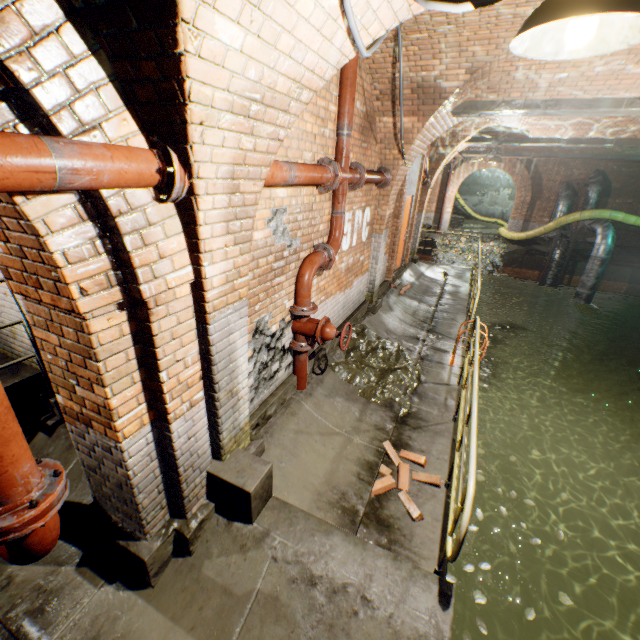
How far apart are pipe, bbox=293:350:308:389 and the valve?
0.1 meters

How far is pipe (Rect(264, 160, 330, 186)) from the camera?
2.8 meters

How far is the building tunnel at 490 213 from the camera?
23.9 meters

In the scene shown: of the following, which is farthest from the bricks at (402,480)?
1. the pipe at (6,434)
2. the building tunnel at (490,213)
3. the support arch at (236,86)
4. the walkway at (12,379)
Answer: the building tunnel at (490,213)

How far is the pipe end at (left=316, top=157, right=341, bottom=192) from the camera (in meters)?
3.74

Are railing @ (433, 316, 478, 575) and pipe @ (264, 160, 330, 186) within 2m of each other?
no

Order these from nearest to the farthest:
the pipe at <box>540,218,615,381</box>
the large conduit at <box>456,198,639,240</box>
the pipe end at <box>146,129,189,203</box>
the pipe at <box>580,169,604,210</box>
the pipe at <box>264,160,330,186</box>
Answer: the pipe end at <box>146,129,189,203</box>, the pipe at <box>264,160,330,186</box>, the pipe at <box>540,218,615,381</box>, the large conduit at <box>456,198,639,240</box>, the pipe at <box>580,169,604,210</box>

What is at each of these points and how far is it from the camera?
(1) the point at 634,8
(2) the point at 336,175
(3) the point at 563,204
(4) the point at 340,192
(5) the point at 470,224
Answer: (1) ceiling light, 1.1 meters
(2) pipe end, 3.7 meters
(3) pipe, 15.9 meters
(4) pipe, 4.3 meters
(5) building tunnel, 26.7 meters
